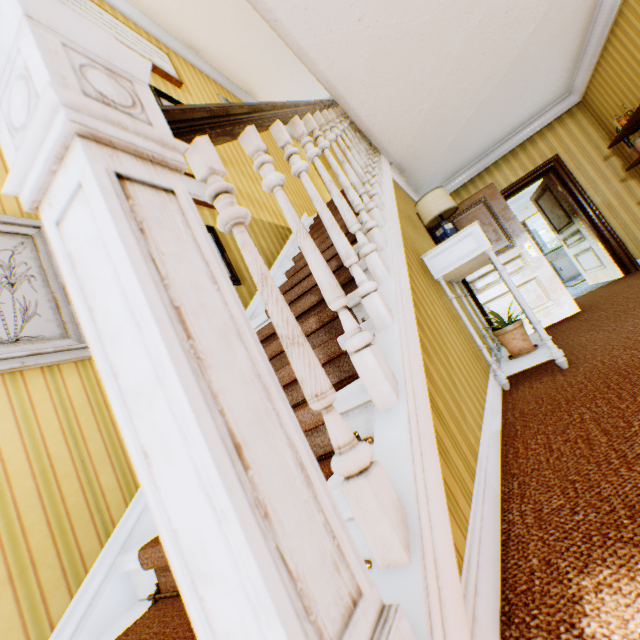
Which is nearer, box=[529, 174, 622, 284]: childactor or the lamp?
the lamp

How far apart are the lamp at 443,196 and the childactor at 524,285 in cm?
113

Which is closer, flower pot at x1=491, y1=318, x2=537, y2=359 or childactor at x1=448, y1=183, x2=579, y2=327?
flower pot at x1=491, y1=318, x2=537, y2=359

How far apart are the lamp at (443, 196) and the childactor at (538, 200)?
3.5 meters

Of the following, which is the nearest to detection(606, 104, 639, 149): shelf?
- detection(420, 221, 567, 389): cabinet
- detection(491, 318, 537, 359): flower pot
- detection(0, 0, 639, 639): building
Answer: detection(0, 0, 639, 639): building

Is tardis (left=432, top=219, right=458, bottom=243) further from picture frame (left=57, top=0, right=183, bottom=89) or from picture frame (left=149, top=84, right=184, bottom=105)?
picture frame (left=57, top=0, right=183, bottom=89)

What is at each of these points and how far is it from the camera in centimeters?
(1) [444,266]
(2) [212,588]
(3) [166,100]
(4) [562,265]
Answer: (1) cabinet, 286cm
(2) building, 41cm
(3) picture frame, 416cm
(4) cabinet, 1011cm

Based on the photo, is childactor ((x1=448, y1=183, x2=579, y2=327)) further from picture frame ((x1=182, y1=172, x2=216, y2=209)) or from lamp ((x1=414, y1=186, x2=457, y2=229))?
picture frame ((x1=182, y1=172, x2=216, y2=209))
